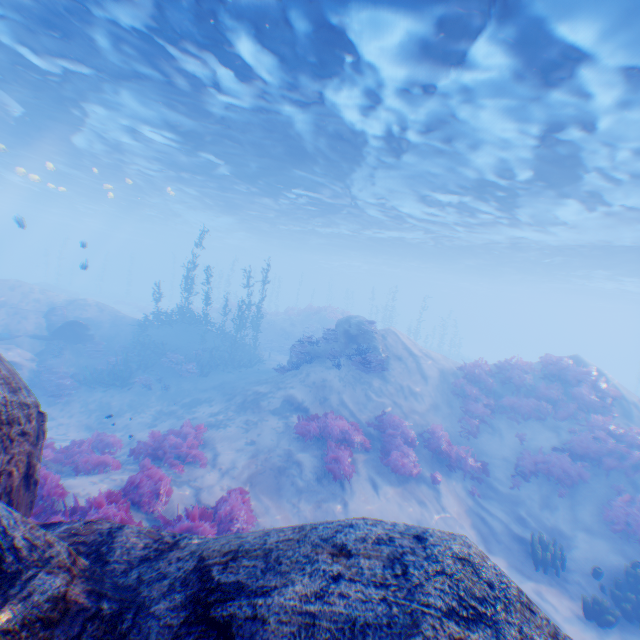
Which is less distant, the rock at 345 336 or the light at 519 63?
the light at 519 63

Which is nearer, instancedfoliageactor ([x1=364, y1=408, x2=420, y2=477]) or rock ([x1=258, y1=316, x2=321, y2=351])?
instancedfoliageactor ([x1=364, y1=408, x2=420, y2=477])

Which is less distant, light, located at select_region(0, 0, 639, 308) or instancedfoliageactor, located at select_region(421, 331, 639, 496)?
light, located at select_region(0, 0, 639, 308)

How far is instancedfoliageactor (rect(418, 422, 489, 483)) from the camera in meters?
11.8 m

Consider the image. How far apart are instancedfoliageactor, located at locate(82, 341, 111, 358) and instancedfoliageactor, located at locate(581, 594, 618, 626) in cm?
2284

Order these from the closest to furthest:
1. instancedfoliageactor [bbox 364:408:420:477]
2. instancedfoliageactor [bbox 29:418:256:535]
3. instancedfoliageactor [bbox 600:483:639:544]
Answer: instancedfoliageactor [bbox 29:418:256:535]
instancedfoliageactor [bbox 600:483:639:544]
instancedfoliageactor [bbox 364:408:420:477]

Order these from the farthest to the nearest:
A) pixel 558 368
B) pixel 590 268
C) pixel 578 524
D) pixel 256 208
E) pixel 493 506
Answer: pixel 590 268 → pixel 256 208 → pixel 558 368 → pixel 493 506 → pixel 578 524

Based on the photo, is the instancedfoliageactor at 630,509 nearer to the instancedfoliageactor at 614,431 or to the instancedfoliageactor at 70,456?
the instancedfoliageactor at 614,431
